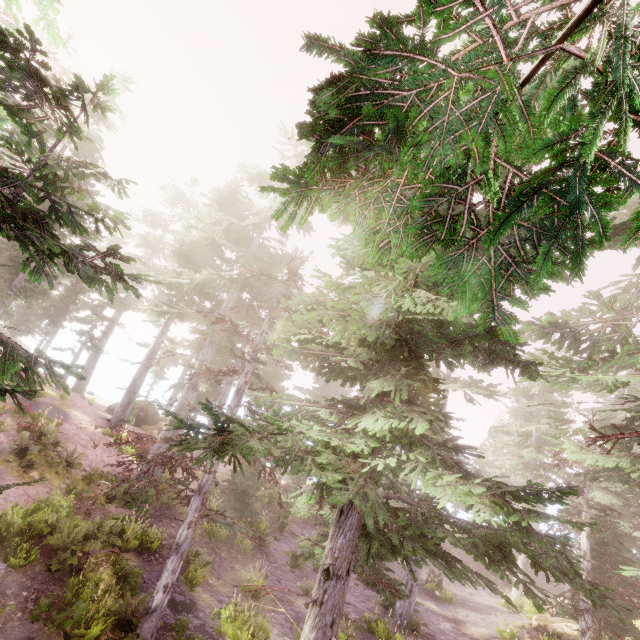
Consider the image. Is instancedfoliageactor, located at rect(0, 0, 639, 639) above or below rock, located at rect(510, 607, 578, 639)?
above

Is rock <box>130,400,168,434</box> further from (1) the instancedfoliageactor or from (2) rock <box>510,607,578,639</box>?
(2) rock <box>510,607,578,639</box>

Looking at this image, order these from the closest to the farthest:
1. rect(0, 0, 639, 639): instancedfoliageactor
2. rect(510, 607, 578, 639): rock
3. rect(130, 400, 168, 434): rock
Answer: rect(0, 0, 639, 639): instancedfoliageactor, rect(510, 607, 578, 639): rock, rect(130, 400, 168, 434): rock

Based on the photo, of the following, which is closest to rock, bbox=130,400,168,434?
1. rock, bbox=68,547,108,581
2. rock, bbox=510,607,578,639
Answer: rock, bbox=68,547,108,581

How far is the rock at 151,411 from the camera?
29.3m

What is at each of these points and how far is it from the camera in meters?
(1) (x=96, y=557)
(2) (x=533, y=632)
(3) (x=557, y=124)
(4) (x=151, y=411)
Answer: (1) rock, 11.1 m
(2) rock, 17.0 m
(3) instancedfoliageactor, 1.8 m
(4) rock, 31.7 m

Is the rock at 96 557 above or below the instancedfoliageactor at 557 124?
below

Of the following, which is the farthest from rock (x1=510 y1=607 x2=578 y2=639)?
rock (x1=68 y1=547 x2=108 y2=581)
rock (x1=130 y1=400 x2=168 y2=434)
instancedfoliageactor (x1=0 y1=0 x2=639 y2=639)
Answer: rock (x1=130 y1=400 x2=168 y2=434)
